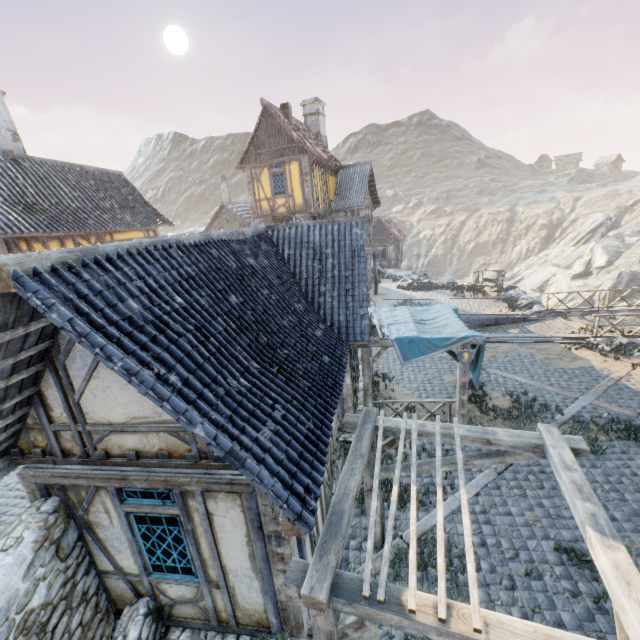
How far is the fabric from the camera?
8.85m

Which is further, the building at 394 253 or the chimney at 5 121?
the building at 394 253

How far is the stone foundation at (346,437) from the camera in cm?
783

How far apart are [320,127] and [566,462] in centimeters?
2554cm

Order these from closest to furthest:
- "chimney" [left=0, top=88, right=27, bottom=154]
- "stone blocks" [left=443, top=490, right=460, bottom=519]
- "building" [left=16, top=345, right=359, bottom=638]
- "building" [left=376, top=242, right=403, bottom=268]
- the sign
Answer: "building" [left=16, top=345, right=359, bottom=638] < "stone blocks" [left=443, top=490, right=460, bottom=519] < the sign < "chimney" [left=0, top=88, right=27, bottom=154] < "building" [left=376, top=242, right=403, bottom=268]

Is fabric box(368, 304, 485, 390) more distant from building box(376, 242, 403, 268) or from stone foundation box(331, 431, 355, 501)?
building box(376, 242, 403, 268)

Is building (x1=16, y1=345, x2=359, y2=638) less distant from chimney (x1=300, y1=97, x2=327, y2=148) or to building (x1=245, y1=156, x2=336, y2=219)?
building (x1=245, y1=156, x2=336, y2=219)

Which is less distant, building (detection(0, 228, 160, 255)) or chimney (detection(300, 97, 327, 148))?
building (detection(0, 228, 160, 255))
